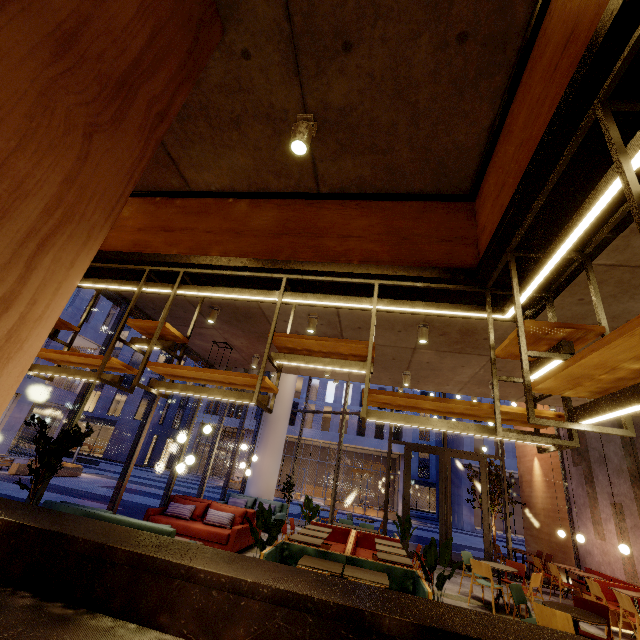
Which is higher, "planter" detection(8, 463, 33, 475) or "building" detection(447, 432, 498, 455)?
"building" detection(447, 432, 498, 455)

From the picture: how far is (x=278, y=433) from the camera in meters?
13.6 m

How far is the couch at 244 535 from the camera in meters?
5.0

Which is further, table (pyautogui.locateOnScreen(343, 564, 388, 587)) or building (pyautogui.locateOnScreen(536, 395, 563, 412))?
building (pyautogui.locateOnScreen(536, 395, 563, 412))

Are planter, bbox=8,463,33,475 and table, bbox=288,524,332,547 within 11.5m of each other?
no

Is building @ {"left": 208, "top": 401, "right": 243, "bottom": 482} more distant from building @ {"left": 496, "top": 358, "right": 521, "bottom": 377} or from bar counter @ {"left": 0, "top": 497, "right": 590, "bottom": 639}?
bar counter @ {"left": 0, "top": 497, "right": 590, "bottom": 639}

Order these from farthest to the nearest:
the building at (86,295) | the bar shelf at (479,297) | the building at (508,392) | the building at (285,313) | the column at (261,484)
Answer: the building at (86,295) < the column at (261,484) < the building at (508,392) < the building at (285,313) < the bar shelf at (479,297)

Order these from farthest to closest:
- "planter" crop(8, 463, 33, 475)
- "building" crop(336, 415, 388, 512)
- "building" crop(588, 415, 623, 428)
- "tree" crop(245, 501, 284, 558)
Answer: "building" crop(336, 415, 388, 512) < "planter" crop(8, 463, 33, 475) < "building" crop(588, 415, 623, 428) < "tree" crop(245, 501, 284, 558)
